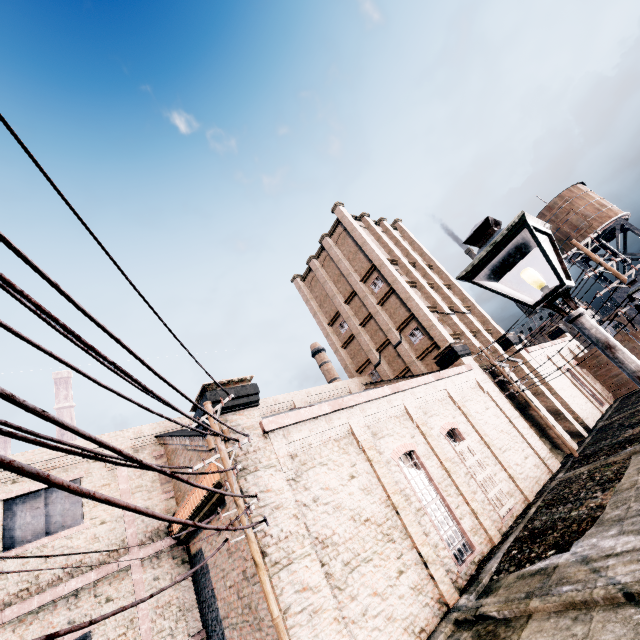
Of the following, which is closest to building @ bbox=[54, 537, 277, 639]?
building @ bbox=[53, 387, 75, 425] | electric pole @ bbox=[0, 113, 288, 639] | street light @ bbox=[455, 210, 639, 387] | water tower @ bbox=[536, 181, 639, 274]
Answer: electric pole @ bbox=[0, 113, 288, 639]

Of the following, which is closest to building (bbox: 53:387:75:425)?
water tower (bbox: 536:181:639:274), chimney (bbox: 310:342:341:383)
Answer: chimney (bbox: 310:342:341:383)

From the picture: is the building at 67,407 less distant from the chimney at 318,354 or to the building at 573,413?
the chimney at 318,354

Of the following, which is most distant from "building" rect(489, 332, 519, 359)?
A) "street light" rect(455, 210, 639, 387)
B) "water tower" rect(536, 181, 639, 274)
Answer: "street light" rect(455, 210, 639, 387)

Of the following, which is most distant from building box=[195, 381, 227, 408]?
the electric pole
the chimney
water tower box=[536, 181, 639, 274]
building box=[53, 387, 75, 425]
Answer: building box=[53, 387, 75, 425]

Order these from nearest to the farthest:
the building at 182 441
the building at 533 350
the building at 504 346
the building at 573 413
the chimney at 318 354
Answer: the building at 182 441 < the building at 573 413 < the building at 533 350 < the building at 504 346 < the chimney at 318 354

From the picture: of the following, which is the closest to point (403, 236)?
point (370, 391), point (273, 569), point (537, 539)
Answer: point (370, 391)

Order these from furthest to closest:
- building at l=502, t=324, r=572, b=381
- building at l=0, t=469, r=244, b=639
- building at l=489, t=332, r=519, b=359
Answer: building at l=489, t=332, r=519, b=359
building at l=502, t=324, r=572, b=381
building at l=0, t=469, r=244, b=639
